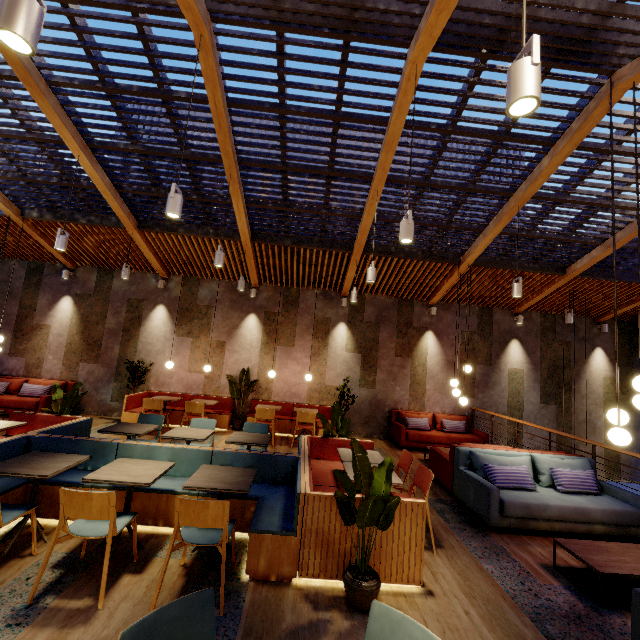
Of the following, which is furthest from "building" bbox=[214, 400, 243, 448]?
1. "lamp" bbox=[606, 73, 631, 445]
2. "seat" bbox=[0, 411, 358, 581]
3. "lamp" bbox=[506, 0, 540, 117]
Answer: "lamp" bbox=[506, 0, 540, 117]

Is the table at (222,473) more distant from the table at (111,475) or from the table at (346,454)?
the table at (346,454)

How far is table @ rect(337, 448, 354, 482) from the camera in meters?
3.9

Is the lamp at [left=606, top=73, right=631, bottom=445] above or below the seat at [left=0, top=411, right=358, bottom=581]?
above

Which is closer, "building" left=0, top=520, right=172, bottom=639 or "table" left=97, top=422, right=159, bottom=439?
"building" left=0, top=520, right=172, bottom=639

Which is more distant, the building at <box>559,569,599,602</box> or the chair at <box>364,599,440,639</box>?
the building at <box>559,569,599,602</box>

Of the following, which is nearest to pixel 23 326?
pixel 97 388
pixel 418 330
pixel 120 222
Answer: pixel 97 388

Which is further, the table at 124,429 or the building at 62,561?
the table at 124,429
